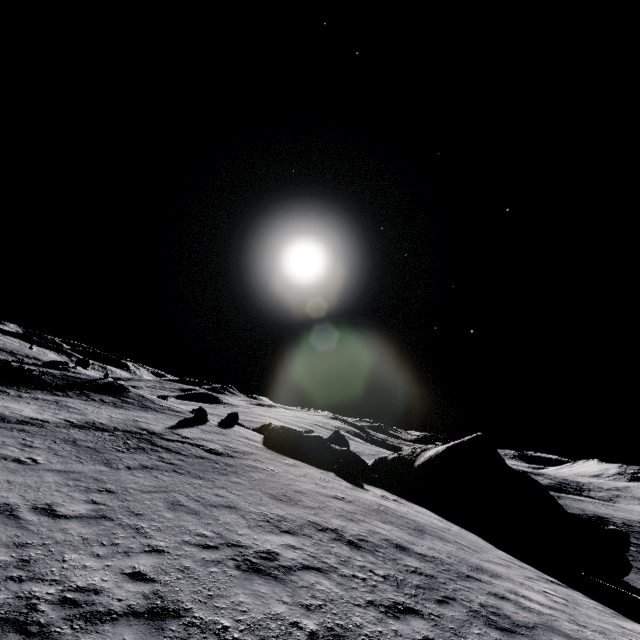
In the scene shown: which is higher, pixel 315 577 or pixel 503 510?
pixel 503 510

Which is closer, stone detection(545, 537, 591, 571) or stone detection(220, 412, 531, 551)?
stone detection(545, 537, 591, 571)

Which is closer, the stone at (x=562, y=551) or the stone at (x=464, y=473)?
the stone at (x=562, y=551)

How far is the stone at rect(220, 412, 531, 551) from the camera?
19.91m

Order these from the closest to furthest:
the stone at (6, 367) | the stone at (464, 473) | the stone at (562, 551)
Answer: the stone at (562, 551), the stone at (464, 473), the stone at (6, 367)

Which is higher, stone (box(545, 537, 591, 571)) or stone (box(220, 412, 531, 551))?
stone (box(220, 412, 531, 551))

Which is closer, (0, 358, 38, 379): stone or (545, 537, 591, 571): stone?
(545, 537, 591, 571): stone

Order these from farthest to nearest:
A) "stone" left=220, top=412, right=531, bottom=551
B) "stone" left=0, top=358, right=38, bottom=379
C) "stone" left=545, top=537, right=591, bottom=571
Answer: "stone" left=0, top=358, right=38, bottom=379 < "stone" left=220, top=412, right=531, bottom=551 < "stone" left=545, top=537, right=591, bottom=571
